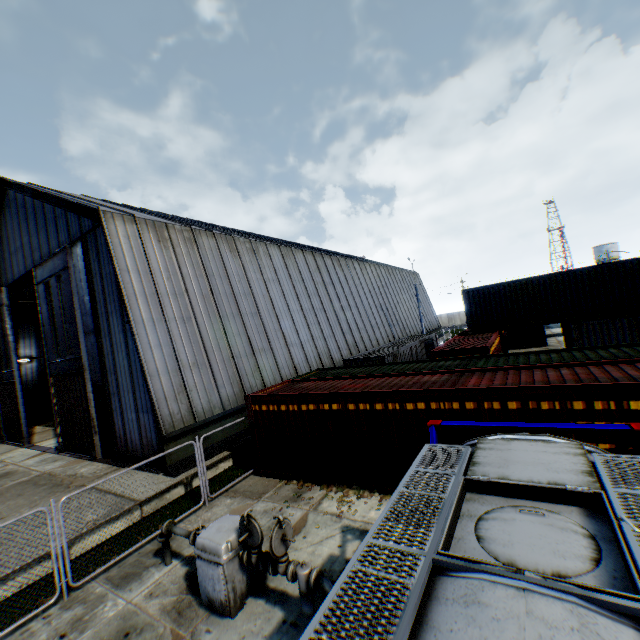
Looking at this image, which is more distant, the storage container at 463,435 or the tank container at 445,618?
the storage container at 463,435

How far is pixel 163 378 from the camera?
12.8 meters

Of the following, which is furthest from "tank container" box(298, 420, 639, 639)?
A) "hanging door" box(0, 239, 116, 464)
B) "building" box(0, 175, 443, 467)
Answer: "hanging door" box(0, 239, 116, 464)

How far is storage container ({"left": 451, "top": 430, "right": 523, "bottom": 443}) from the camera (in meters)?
7.61

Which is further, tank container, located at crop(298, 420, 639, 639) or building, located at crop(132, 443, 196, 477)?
building, located at crop(132, 443, 196, 477)

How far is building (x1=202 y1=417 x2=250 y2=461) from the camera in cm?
1333

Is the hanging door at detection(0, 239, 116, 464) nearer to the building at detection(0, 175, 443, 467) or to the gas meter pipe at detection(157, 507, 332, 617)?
A: the building at detection(0, 175, 443, 467)

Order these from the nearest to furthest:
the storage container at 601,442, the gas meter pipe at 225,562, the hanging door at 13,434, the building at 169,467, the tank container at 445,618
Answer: the tank container at 445,618
the gas meter pipe at 225,562
the storage container at 601,442
the building at 169,467
the hanging door at 13,434
